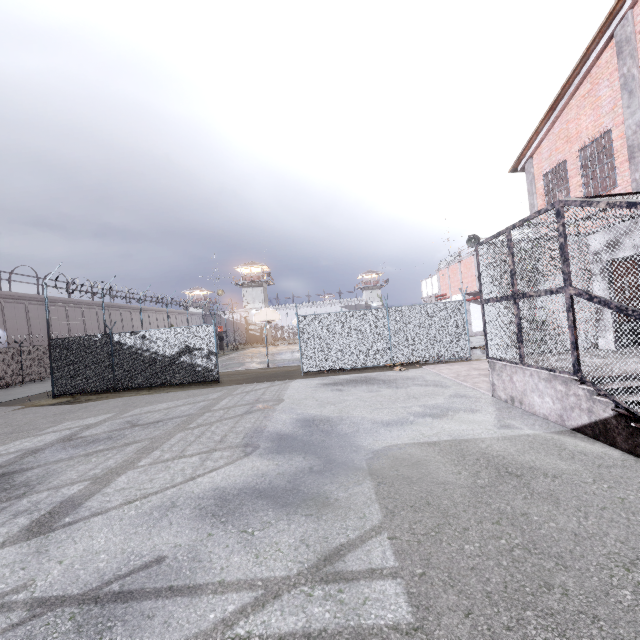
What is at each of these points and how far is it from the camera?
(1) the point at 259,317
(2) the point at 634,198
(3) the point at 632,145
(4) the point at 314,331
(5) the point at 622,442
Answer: (1) basketball hoop, 20.8 meters
(2) metal cage, 4.9 meters
(3) column, 10.1 meters
(4) fence, 15.3 meters
(5) stair, 4.7 meters

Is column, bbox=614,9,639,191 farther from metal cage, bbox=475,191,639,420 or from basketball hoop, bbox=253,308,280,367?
basketball hoop, bbox=253,308,280,367

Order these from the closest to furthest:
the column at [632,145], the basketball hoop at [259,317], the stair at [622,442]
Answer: the stair at [622,442]
the column at [632,145]
the basketball hoop at [259,317]

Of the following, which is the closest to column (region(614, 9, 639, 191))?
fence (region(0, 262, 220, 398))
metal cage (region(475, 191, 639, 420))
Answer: metal cage (region(475, 191, 639, 420))

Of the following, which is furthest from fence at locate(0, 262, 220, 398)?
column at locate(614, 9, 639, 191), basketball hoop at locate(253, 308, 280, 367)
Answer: column at locate(614, 9, 639, 191)

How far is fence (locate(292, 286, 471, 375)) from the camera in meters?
15.2

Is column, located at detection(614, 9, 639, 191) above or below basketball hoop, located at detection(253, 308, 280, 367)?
above

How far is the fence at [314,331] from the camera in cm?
1521
